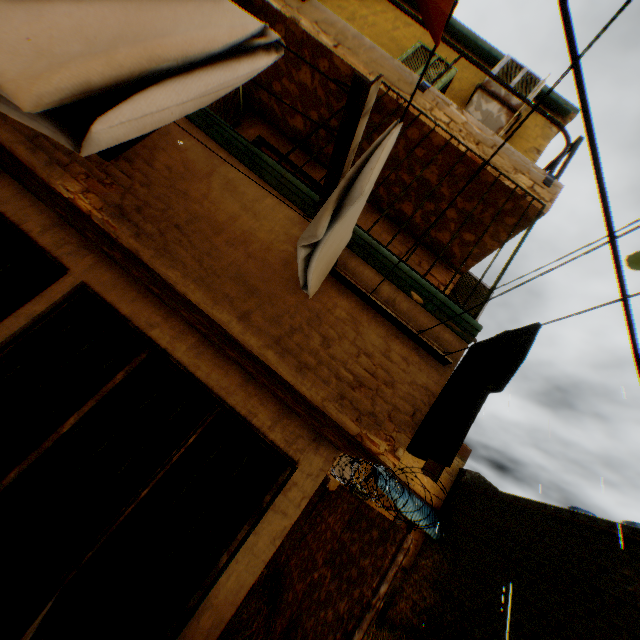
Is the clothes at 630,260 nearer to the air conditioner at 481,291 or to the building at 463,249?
the building at 463,249

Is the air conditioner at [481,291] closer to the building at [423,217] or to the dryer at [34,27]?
the building at [423,217]

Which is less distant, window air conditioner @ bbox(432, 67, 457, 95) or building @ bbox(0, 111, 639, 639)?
building @ bbox(0, 111, 639, 639)

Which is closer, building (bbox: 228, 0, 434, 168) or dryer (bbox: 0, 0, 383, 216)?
dryer (bbox: 0, 0, 383, 216)

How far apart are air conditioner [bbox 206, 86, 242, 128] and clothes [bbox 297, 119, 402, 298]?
2.6 meters

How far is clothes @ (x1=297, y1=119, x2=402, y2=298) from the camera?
1.1m

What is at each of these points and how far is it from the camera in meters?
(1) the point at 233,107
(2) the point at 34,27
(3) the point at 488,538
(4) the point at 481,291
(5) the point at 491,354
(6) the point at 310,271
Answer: (1) air conditioner, 4.5 m
(2) dryer, 1.2 m
(3) building, 13.4 m
(4) air conditioner, 5.3 m
(5) clothes, 1.7 m
(6) clothes, 1.6 m

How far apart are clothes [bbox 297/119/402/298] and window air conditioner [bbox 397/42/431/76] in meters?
3.9 m
